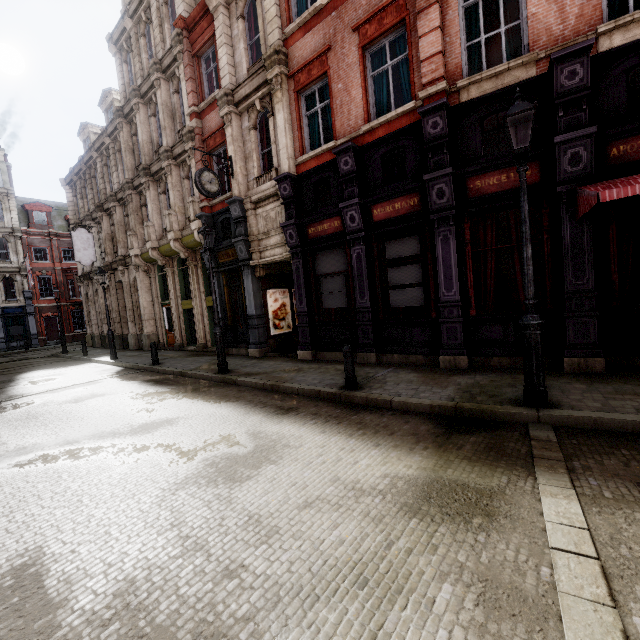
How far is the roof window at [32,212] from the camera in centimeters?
3478cm

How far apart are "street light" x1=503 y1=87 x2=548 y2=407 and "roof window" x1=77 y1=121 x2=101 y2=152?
28.9 meters

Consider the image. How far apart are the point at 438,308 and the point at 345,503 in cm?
610

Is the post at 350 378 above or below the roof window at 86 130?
below

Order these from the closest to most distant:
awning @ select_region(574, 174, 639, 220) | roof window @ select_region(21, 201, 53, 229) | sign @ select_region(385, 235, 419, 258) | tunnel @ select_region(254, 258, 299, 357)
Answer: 1. awning @ select_region(574, 174, 639, 220)
2. sign @ select_region(385, 235, 419, 258)
3. tunnel @ select_region(254, 258, 299, 357)
4. roof window @ select_region(21, 201, 53, 229)

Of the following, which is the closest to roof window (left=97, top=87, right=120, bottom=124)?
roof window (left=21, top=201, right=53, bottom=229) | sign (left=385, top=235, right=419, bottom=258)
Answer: roof window (left=21, top=201, right=53, bottom=229)

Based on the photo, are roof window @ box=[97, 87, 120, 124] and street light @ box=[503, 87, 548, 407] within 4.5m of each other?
no

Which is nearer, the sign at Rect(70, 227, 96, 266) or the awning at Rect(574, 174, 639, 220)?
the awning at Rect(574, 174, 639, 220)
